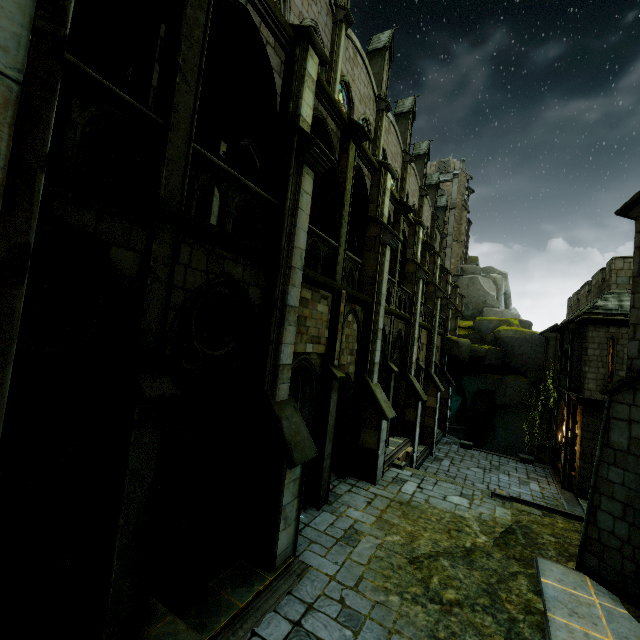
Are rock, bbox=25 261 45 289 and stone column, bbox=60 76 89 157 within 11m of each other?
yes

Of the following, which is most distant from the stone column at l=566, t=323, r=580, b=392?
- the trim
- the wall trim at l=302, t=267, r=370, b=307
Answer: the trim

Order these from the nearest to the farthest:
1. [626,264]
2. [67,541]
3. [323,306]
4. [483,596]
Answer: [483,596] < [67,541] < [323,306] < [626,264]

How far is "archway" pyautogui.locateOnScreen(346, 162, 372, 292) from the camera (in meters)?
12.25

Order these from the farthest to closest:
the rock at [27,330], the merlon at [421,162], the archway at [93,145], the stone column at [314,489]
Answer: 1. the merlon at [421,162]
2. the stone column at [314,489]
3. the archway at [93,145]
4. the rock at [27,330]

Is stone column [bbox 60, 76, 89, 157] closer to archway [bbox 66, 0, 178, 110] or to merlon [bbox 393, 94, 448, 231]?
archway [bbox 66, 0, 178, 110]

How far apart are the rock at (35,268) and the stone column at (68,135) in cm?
303

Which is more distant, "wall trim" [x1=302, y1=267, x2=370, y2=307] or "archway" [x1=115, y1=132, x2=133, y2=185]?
"wall trim" [x1=302, y1=267, x2=370, y2=307]
